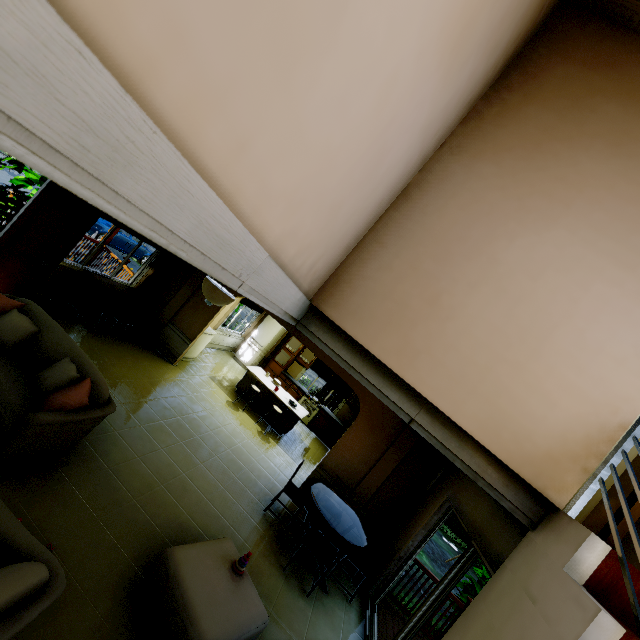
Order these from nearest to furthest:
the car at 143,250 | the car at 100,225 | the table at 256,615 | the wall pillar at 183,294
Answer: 1. the table at 256,615
2. the wall pillar at 183,294
3. the car at 100,225
4. the car at 143,250

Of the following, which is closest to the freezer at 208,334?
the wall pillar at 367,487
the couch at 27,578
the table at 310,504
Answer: the table at 310,504

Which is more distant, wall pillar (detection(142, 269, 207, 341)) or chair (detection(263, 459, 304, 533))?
wall pillar (detection(142, 269, 207, 341))

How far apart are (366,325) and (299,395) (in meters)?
9.62

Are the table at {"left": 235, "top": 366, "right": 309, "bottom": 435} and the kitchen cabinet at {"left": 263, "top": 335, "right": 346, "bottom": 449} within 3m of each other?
yes

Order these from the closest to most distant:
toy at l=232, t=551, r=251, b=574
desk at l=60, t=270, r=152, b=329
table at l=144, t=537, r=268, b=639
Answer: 1. table at l=144, t=537, r=268, b=639
2. toy at l=232, t=551, r=251, b=574
3. desk at l=60, t=270, r=152, b=329

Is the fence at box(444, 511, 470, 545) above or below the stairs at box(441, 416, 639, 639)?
below

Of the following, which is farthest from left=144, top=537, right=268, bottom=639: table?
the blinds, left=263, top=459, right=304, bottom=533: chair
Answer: the blinds
